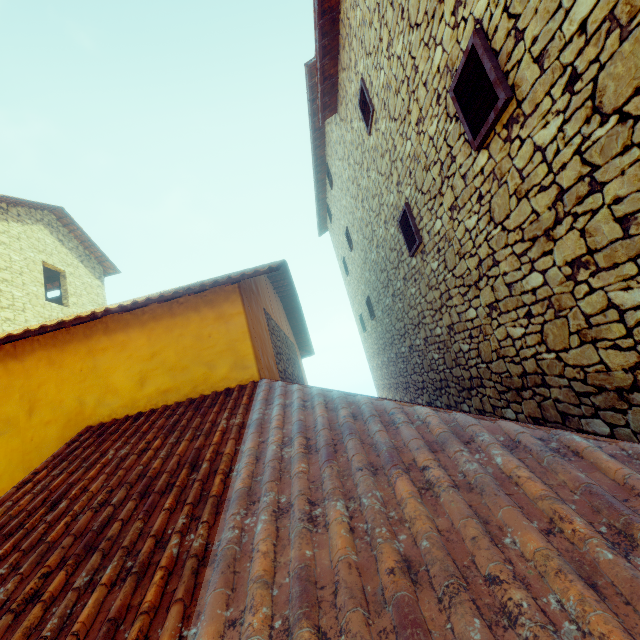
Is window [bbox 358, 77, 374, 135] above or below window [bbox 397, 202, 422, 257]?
above

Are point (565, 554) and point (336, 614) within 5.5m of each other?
yes

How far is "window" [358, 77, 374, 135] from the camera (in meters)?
5.48

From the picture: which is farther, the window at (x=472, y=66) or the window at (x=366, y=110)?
the window at (x=366, y=110)

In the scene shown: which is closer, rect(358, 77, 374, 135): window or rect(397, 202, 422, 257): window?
rect(397, 202, 422, 257): window

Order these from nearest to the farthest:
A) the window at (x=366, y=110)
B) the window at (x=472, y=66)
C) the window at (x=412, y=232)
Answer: the window at (x=472, y=66)
the window at (x=412, y=232)
the window at (x=366, y=110)
